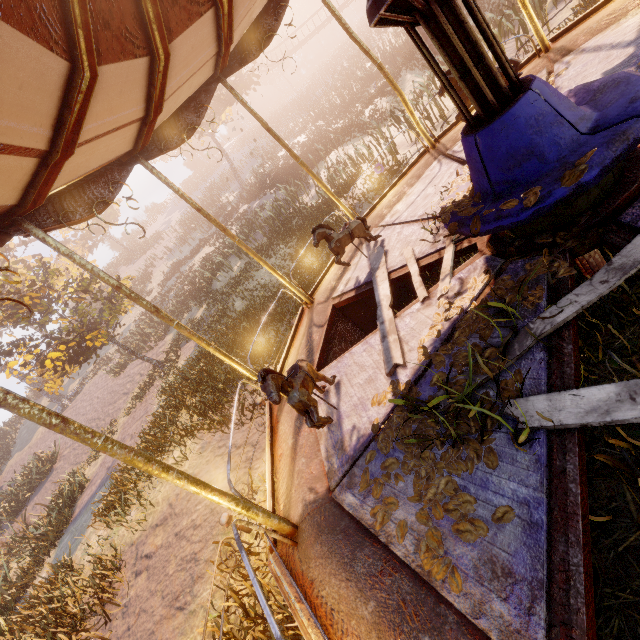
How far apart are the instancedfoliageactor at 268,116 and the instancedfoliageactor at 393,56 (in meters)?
5.39

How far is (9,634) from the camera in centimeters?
679cm

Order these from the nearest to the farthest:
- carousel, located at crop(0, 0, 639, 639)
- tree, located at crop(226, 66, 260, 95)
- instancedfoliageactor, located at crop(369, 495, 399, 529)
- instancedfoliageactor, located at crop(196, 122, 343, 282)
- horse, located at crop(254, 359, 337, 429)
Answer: carousel, located at crop(0, 0, 639, 639)
instancedfoliageactor, located at crop(369, 495, 399, 529)
horse, located at crop(254, 359, 337, 429)
instancedfoliageactor, located at crop(196, 122, 343, 282)
tree, located at crop(226, 66, 260, 95)

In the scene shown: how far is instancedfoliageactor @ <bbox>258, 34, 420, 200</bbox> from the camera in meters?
13.1

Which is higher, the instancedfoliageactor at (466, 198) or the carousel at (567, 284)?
the instancedfoliageactor at (466, 198)

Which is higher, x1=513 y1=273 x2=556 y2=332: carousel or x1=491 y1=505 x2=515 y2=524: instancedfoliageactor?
x1=491 y1=505 x2=515 y2=524: instancedfoliageactor

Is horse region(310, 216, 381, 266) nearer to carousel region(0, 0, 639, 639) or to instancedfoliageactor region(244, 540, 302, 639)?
carousel region(0, 0, 639, 639)

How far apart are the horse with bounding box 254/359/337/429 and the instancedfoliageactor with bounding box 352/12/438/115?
30.4m
